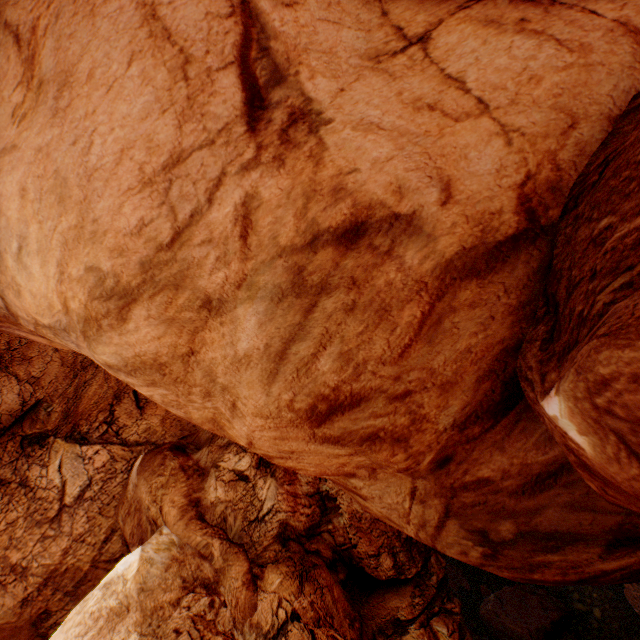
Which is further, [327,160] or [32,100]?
[32,100]

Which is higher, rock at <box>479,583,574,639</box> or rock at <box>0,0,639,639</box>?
rock at <box>0,0,639,639</box>

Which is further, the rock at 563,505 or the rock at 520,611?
the rock at 520,611

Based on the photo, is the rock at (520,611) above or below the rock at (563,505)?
below

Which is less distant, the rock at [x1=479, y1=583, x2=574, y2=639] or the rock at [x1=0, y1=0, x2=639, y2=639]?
the rock at [x1=0, y1=0, x2=639, y2=639]
